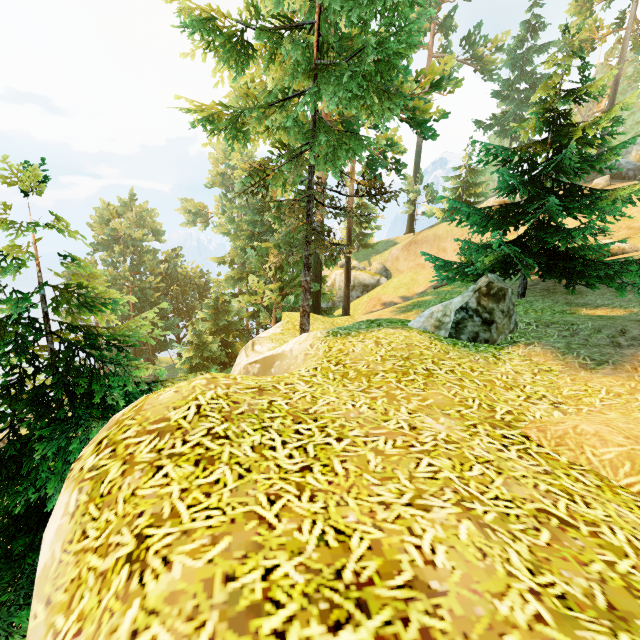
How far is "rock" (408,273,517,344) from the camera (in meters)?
6.36

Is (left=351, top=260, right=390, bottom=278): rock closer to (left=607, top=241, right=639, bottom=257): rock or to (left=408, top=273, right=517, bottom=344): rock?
(left=607, top=241, right=639, bottom=257): rock

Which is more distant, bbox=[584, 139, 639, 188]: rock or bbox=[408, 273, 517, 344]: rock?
bbox=[584, 139, 639, 188]: rock

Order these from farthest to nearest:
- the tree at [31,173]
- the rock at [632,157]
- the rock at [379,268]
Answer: the rock at [379,268] → the rock at [632,157] → the tree at [31,173]

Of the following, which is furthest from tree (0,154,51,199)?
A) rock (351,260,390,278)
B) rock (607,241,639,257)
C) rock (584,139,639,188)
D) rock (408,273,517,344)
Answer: rock (351,260,390,278)

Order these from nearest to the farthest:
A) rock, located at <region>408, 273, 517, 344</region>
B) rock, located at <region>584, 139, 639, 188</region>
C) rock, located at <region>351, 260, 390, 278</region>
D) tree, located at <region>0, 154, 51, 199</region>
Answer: tree, located at <region>0, 154, 51, 199</region>
rock, located at <region>408, 273, 517, 344</region>
rock, located at <region>584, 139, 639, 188</region>
rock, located at <region>351, 260, 390, 278</region>

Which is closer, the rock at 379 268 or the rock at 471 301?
the rock at 471 301

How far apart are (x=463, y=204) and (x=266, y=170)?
7.8 meters
